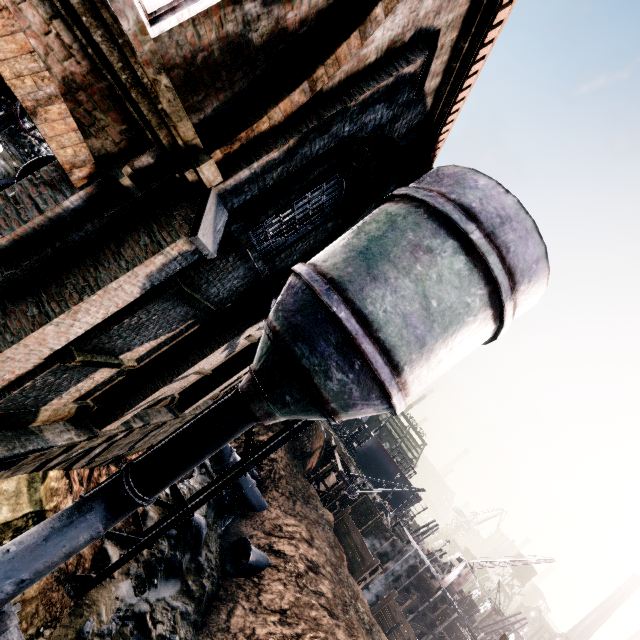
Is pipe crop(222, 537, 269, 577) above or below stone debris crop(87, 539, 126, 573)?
above

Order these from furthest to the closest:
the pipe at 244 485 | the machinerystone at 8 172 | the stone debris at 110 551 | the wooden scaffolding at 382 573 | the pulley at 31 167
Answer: the wooden scaffolding at 382 573 < the pipe at 244 485 < the stone debris at 110 551 < the machinerystone at 8 172 < the pulley at 31 167

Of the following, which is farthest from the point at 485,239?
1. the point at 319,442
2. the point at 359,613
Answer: the point at 319,442

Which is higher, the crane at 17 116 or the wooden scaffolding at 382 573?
the crane at 17 116

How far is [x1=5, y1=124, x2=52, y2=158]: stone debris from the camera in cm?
1054

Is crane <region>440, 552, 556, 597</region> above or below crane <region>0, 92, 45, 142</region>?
above

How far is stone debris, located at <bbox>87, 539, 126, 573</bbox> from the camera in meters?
12.1

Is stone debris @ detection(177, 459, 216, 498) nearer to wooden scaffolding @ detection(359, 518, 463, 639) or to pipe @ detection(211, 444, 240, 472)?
pipe @ detection(211, 444, 240, 472)
